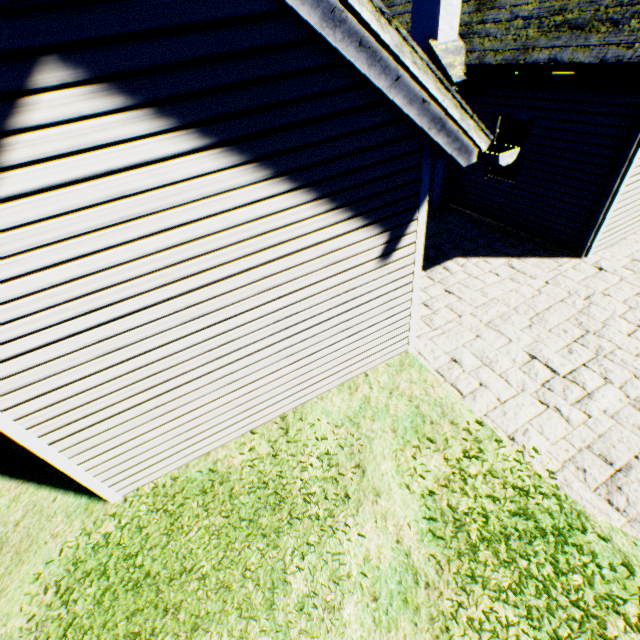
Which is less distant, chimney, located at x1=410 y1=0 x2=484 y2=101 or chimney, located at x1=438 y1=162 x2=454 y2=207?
chimney, located at x1=410 y1=0 x2=484 y2=101

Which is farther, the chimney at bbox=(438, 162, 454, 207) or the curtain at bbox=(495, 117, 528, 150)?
the chimney at bbox=(438, 162, 454, 207)

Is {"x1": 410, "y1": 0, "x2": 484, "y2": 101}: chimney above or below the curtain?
above

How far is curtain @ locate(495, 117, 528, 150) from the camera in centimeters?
759cm

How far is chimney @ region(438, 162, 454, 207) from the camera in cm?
919

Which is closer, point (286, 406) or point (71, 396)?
point (71, 396)

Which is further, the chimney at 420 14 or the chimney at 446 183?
the chimney at 446 183

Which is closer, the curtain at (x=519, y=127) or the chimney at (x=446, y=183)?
the curtain at (x=519, y=127)
